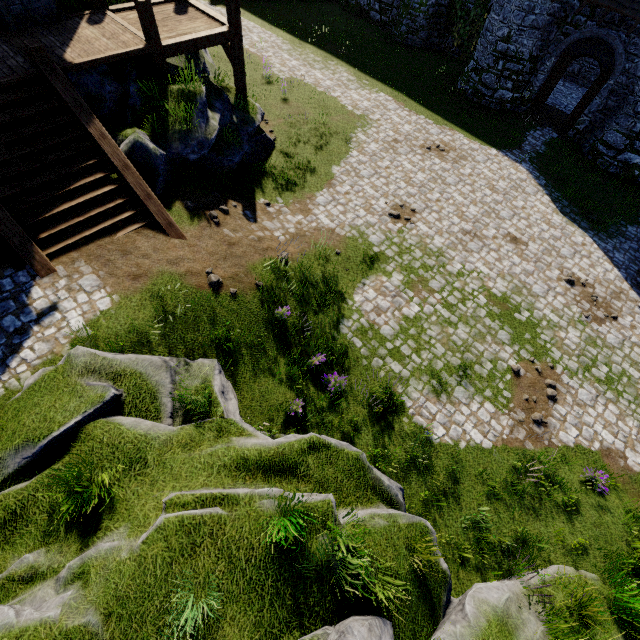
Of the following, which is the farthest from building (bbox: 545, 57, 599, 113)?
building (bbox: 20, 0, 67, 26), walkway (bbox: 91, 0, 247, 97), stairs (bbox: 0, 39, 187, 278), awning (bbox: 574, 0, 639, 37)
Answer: stairs (bbox: 0, 39, 187, 278)

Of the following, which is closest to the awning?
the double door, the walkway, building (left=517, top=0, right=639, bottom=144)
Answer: building (left=517, top=0, right=639, bottom=144)

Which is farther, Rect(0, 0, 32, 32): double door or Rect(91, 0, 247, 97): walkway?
Rect(91, 0, 247, 97): walkway

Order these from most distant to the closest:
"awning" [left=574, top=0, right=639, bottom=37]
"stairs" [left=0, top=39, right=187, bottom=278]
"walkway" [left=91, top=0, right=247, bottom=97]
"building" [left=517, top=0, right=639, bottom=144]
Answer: →
1. "building" [left=517, top=0, right=639, bottom=144]
2. "awning" [left=574, top=0, right=639, bottom=37]
3. "walkway" [left=91, top=0, right=247, bottom=97]
4. "stairs" [left=0, top=39, right=187, bottom=278]

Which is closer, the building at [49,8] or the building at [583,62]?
the building at [49,8]

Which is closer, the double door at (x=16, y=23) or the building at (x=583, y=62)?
the double door at (x=16, y=23)

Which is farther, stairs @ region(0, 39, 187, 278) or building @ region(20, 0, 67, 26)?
building @ region(20, 0, 67, 26)

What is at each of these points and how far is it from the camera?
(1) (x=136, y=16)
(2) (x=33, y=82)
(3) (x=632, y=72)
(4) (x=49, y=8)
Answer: (1) walkway, 10.6 meters
(2) stairs, 8.1 meters
(3) building, 15.2 meters
(4) building, 9.3 meters
